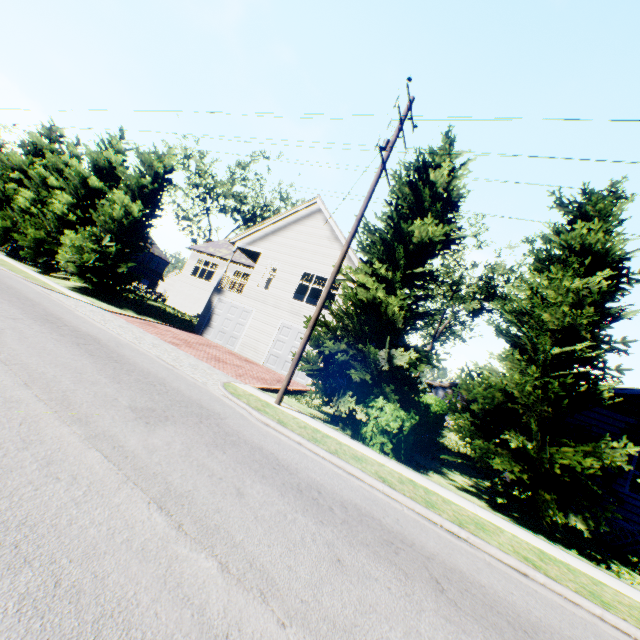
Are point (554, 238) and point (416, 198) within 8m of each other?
yes

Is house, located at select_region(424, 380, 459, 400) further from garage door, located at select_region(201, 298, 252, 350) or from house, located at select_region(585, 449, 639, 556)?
garage door, located at select_region(201, 298, 252, 350)

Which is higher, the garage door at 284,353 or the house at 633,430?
the house at 633,430

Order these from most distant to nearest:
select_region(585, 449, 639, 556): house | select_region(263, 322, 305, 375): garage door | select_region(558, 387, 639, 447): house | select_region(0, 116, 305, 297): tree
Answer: select_region(0, 116, 305, 297): tree
select_region(263, 322, 305, 375): garage door
select_region(558, 387, 639, 447): house
select_region(585, 449, 639, 556): house

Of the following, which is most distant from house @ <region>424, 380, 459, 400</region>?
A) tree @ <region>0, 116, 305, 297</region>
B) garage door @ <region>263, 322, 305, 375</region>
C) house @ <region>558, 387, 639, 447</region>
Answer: garage door @ <region>263, 322, 305, 375</region>

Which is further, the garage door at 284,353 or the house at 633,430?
the garage door at 284,353

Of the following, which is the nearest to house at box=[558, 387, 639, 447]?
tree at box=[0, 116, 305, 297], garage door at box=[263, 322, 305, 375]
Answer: tree at box=[0, 116, 305, 297]

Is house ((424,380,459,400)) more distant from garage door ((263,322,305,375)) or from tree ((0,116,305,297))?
garage door ((263,322,305,375))
